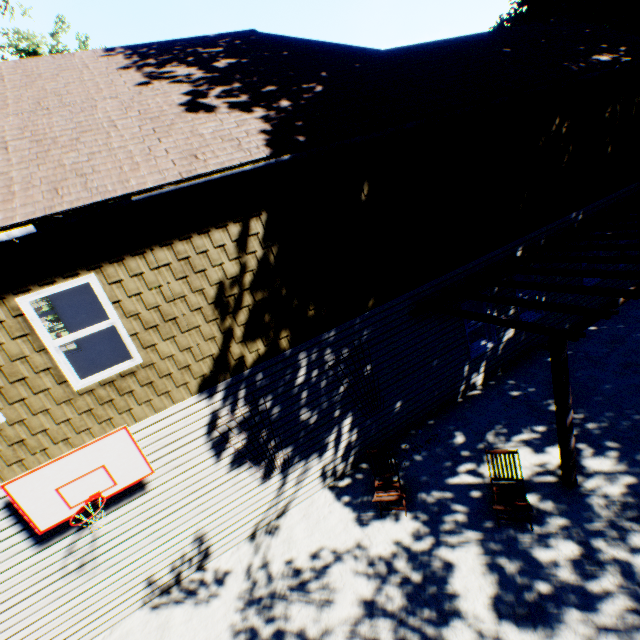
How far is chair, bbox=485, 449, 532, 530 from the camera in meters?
5.3

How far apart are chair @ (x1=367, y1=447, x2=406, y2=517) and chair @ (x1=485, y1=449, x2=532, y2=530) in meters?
1.5

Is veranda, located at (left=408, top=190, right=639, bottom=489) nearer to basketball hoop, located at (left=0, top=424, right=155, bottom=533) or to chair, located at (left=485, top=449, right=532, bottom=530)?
chair, located at (left=485, top=449, right=532, bottom=530)

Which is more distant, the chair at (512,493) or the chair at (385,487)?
the chair at (385,487)

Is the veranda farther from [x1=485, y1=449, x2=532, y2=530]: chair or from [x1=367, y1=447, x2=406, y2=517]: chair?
[x1=367, y1=447, x2=406, y2=517]: chair

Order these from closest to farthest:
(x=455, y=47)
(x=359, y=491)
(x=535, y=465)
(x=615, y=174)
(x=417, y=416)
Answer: (x=535, y=465)
(x=359, y=491)
(x=417, y=416)
(x=455, y=47)
(x=615, y=174)

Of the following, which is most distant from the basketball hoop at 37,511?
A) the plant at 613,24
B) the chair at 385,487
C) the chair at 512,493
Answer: the plant at 613,24

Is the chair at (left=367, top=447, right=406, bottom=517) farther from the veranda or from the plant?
the plant
